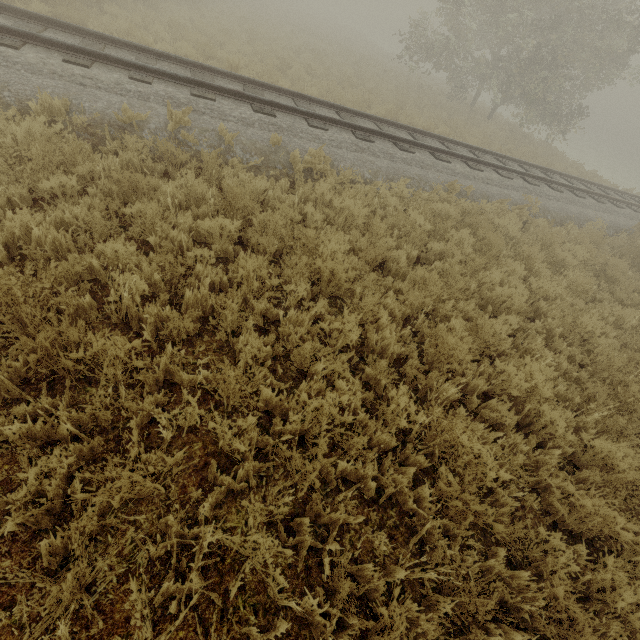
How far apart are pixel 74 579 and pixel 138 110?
7.1 meters
